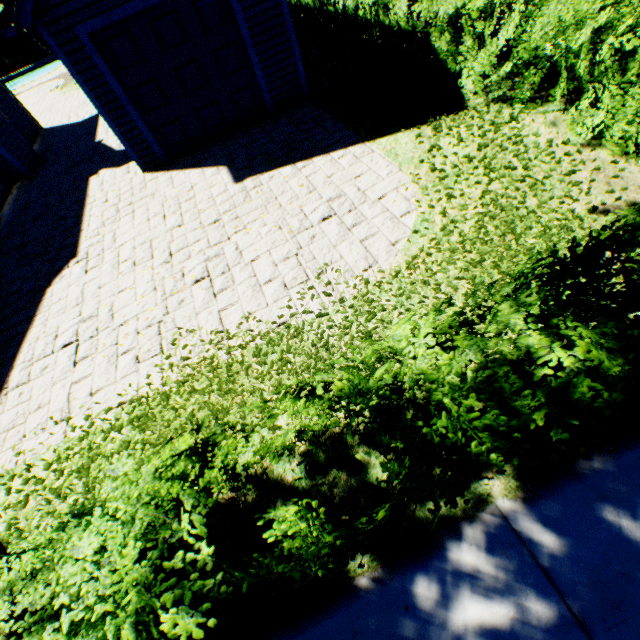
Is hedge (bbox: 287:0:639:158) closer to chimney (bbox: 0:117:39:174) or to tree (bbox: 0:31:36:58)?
tree (bbox: 0:31:36:58)

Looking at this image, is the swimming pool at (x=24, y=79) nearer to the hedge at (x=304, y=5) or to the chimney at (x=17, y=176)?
the chimney at (x=17, y=176)

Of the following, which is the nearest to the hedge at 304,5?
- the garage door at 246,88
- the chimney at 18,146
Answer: the garage door at 246,88

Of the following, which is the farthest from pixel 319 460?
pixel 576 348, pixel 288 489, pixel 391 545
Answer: pixel 576 348

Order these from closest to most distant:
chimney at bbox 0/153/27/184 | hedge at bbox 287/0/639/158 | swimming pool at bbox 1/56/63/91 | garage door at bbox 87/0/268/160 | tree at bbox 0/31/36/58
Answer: hedge at bbox 287/0/639/158 < garage door at bbox 87/0/268/160 < chimney at bbox 0/153/27/184 < swimming pool at bbox 1/56/63/91 < tree at bbox 0/31/36/58

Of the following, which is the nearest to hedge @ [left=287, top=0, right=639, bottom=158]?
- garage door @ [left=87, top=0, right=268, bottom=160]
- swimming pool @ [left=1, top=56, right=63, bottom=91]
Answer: garage door @ [left=87, top=0, right=268, bottom=160]

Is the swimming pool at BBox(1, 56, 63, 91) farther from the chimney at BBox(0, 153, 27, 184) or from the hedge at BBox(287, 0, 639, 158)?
the hedge at BBox(287, 0, 639, 158)

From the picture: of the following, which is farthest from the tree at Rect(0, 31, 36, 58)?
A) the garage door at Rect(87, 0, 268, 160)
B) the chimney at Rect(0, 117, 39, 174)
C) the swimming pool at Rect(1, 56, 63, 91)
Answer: the chimney at Rect(0, 117, 39, 174)
